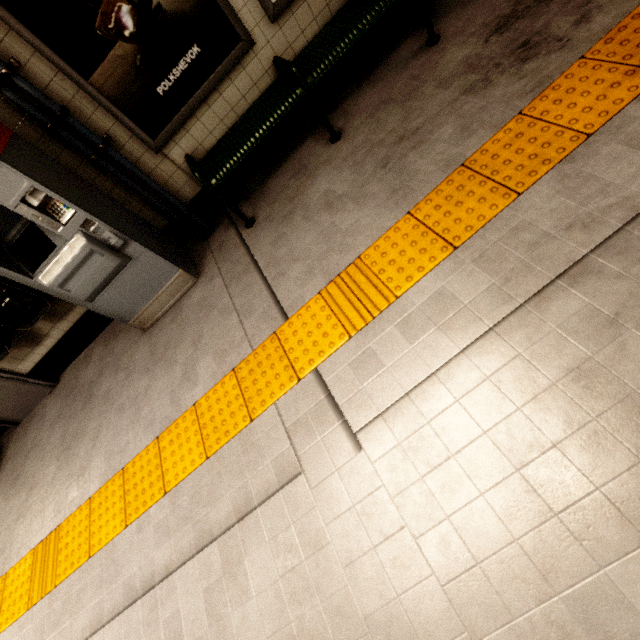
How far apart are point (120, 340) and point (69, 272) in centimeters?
125cm

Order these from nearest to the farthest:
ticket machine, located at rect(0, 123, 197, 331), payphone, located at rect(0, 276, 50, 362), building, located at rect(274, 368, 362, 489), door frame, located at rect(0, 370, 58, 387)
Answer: building, located at rect(274, 368, 362, 489) < ticket machine, located at rect(0, 123, 197, 331) < payphone, located at rect(0, 276, 50, 362) < door frame, located at rect(0, 370, 58, 387)

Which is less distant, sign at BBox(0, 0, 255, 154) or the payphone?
sign at BBox(0, 0, 255, 154)

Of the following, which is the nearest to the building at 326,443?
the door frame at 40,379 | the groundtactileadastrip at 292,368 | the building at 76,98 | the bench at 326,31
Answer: the groundtactileadastrip at 292,368

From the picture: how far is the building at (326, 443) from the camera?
1.83m

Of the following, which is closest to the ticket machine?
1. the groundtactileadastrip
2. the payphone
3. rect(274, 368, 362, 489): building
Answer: the payphone

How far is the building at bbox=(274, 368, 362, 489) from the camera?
1.83m

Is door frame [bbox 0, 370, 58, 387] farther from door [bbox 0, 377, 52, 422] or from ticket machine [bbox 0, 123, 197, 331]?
ticket machine [bbox 0, 123, 197, 331]
